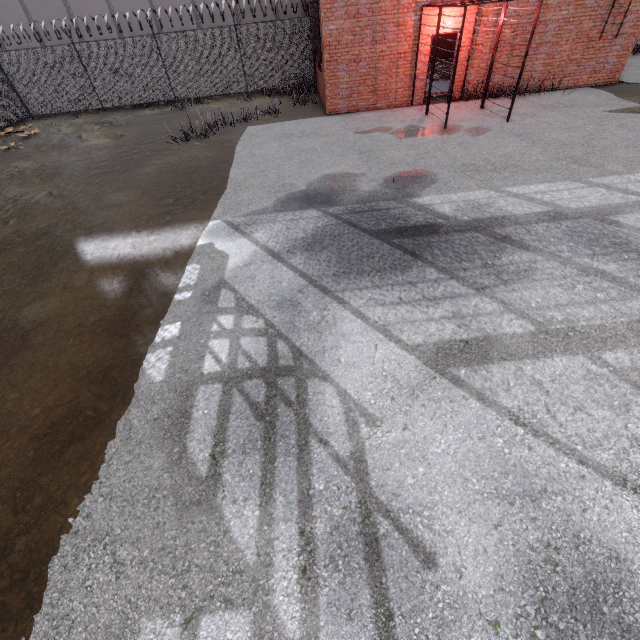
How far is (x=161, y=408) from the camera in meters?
3.8 m
